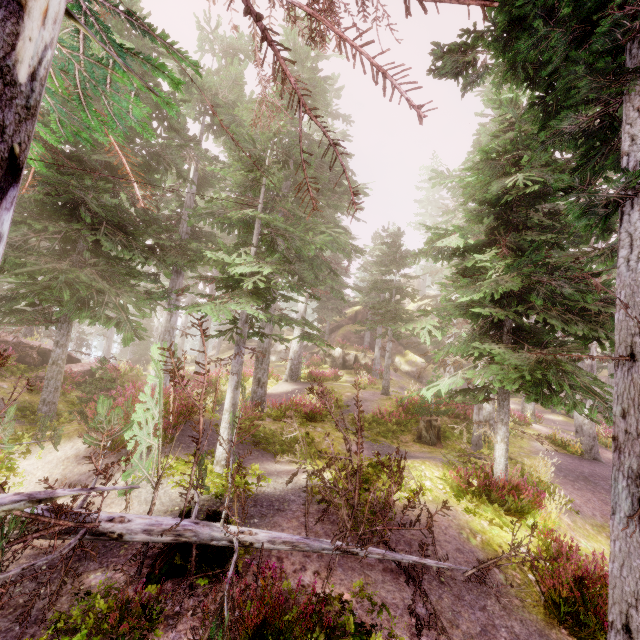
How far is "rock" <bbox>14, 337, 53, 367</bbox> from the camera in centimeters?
1672cm

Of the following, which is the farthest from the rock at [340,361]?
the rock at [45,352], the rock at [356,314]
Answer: the rock at [45,352]

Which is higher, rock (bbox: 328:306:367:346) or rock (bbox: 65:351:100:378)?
rock (bbox: 328:306:367:346)

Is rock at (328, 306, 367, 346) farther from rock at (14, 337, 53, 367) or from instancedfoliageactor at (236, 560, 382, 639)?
rock at (14, 337, 53, 367)

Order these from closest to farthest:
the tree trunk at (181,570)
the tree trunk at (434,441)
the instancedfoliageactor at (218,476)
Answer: the tree trunk at (181,570)
the instancedfoliageactor at (218,476)
the tree trunk at (434,441)

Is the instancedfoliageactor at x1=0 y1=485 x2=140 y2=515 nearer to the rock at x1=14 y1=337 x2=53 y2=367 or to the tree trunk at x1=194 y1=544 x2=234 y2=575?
the rock at x1=14 y1=337 x2=53 y2=367

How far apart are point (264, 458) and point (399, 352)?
29.7m

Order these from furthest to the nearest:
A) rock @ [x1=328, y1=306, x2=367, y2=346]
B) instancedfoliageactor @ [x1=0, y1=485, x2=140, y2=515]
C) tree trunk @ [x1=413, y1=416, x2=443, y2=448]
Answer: rock @ [x1=328, y1=306, x2=367, y2=346] < tree trunk @ [x1=413, y1=416, x2=443, y2=448] < instancedfoliageactor @ [x1=0, y1=485, x2=140, y2=515]
